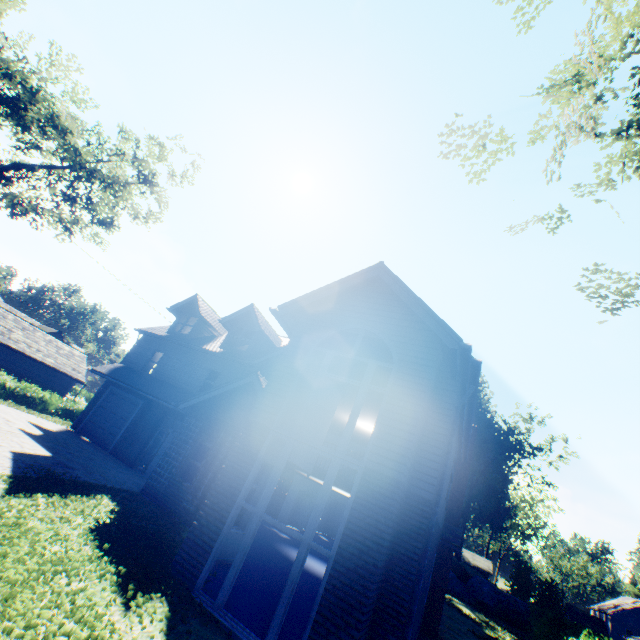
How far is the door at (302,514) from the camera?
23.58m

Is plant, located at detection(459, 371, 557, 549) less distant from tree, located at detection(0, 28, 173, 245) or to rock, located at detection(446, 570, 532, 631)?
tree, located at detection(0, 28, 173, 245)

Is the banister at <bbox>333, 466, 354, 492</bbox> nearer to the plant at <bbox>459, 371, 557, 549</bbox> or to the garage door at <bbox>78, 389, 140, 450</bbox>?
the garage door at <bbox>78, 389, 140, 450</bbox>

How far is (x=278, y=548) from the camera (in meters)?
14.26

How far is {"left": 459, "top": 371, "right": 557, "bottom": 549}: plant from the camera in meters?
39.5 m

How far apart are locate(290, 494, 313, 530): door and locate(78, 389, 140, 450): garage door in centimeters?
1345cm

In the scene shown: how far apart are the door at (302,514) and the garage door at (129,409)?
13.45m

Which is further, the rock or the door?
the rock
